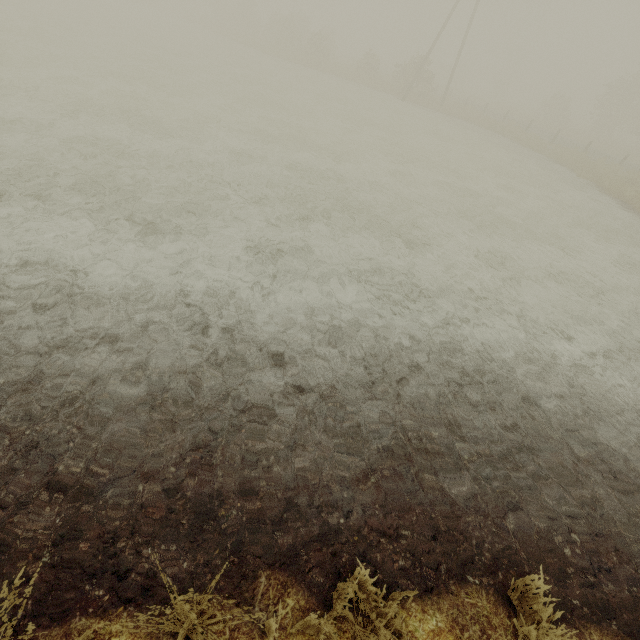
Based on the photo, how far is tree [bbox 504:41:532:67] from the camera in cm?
5734

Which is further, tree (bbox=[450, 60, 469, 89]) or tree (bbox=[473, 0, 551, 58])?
tree (bbox=[473, 0, 551, 58])

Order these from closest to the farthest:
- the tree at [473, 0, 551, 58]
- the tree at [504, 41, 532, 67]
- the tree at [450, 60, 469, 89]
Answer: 1. the tree at [450, 60, 469, 89]
2. the tree at [473, 0, 551, 58]
3. the tree at [504, 41, 532, 67]

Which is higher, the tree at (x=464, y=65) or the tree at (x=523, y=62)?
the tree at (x=523, y=62)

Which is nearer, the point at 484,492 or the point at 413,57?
the point at 484,492

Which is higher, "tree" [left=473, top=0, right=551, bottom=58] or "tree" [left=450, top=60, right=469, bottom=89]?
"tree" [left=473, top=0, right=551, bottom=58]

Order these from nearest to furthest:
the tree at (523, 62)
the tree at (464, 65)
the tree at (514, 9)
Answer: the tree at (464, 65) → the tree at (514, 9) → the tree at (523, 62)

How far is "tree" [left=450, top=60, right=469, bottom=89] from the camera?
51.0m
